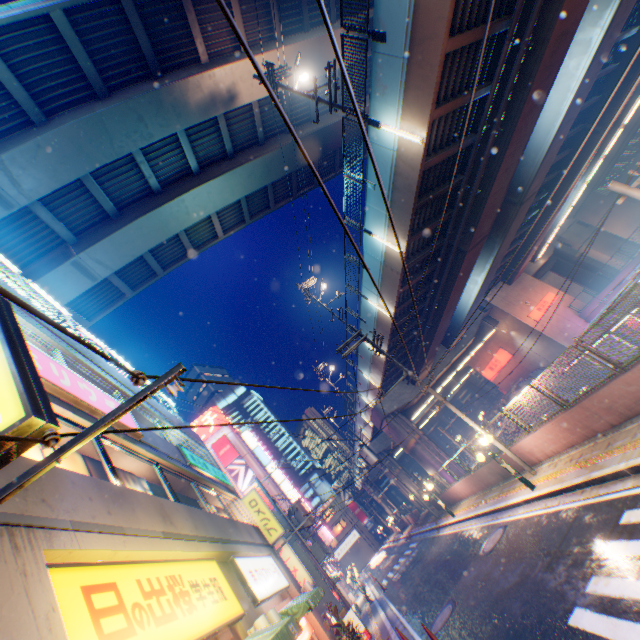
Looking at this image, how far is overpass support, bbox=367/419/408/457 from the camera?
28.2 meters

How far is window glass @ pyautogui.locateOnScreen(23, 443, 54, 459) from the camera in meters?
5.5

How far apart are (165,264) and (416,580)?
25.9m

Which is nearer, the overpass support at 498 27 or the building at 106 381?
the building at 106 381

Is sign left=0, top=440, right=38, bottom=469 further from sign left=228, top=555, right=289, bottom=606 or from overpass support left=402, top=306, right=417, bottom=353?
overpass support left=402, top=306, right=417, bottom=353

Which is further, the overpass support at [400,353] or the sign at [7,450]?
the overpass support at [400,353]

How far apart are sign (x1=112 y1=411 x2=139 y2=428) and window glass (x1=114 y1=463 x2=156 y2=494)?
0.57m
